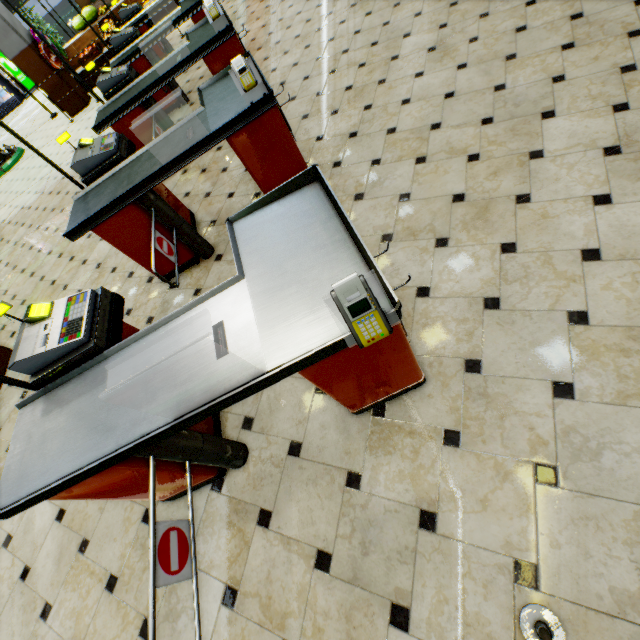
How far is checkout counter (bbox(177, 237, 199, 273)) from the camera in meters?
3.3

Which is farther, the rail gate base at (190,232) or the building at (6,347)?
the building at (6,347)

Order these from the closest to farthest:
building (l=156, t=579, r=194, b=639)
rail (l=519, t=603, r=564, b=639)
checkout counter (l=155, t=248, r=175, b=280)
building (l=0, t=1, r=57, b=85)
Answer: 1. rail (l=519, t=603, r=564, b=639)
2. building (l=156, t=579, r=194, b=639)
3. checkout counter (l=155, t=248, r=175, b=280)
4. building (l=0, t=1, r=57, b=85)

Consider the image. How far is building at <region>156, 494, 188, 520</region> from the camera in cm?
224

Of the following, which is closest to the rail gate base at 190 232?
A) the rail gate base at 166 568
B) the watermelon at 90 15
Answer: the rail gate base at 166 568

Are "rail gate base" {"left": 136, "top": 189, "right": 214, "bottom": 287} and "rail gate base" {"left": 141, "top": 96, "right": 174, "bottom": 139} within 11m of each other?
yes

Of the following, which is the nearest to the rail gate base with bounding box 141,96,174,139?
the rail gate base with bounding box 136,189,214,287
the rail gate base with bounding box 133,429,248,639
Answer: the rail gate base with bounding box 136,189,214,287

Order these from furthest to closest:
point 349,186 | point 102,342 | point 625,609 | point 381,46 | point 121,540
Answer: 1. point 381,46
2. point 349,186
3. point 121,540
4. point 102,342
5. point 625,609
